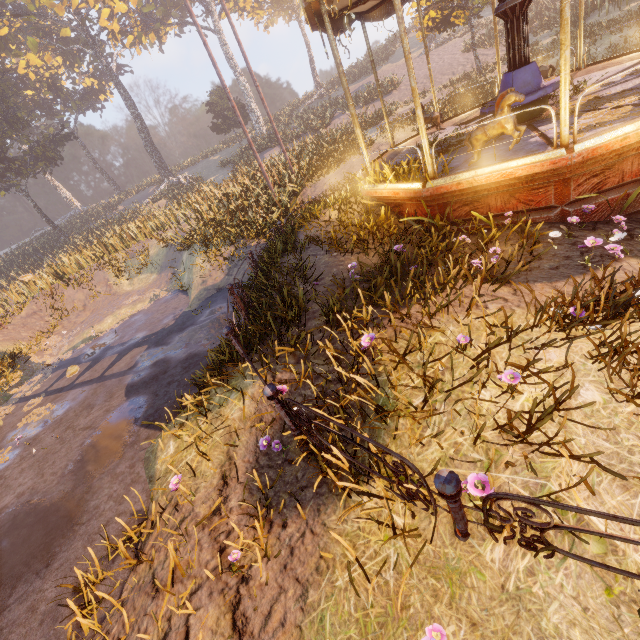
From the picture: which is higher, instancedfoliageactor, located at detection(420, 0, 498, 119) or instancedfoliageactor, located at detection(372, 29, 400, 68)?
instancedfoliageactor, located at detection(372, 29, 400, 68)

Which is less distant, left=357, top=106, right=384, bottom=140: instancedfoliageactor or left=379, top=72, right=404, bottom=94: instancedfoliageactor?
left=357, top=106, right=384, bottom=140: instancedfoliageactor

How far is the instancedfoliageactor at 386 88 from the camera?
25.40m

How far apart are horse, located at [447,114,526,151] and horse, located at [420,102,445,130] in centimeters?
445cm

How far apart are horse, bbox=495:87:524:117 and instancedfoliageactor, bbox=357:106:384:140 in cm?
1762

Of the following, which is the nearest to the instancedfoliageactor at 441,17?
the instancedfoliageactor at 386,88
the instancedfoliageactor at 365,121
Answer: the instancedfoliageactor at 386,88

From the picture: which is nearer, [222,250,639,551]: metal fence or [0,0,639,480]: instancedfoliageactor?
[222,250,639,551]: metal fence

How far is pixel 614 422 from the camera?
2.6m
